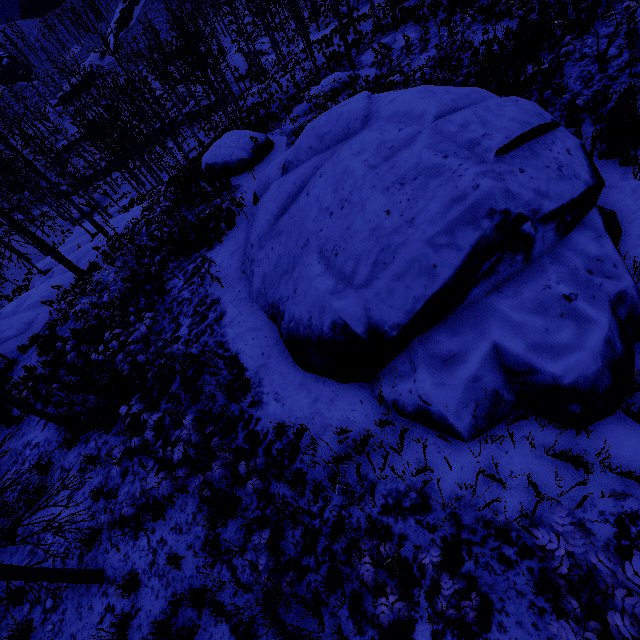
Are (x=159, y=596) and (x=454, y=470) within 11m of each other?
yes

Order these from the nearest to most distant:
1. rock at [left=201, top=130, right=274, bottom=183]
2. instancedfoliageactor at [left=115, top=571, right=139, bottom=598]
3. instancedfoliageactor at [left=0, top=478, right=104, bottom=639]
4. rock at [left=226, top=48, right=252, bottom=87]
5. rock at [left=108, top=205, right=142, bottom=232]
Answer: instancedfoliageactor at [left=0, top=478, right=104, bottom=639], instancedfoliageactor at [left=115, top=571, right=139, bottom=598], rock at [left=201, top=130, right=274, bottom=183], rock at [left=108, top=205, right=142, bottom=232], rock at [left=226, top=48, right=252, bottom=87]

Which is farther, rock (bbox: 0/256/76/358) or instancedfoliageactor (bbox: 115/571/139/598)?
rock (bbox: 0/256/76/358)

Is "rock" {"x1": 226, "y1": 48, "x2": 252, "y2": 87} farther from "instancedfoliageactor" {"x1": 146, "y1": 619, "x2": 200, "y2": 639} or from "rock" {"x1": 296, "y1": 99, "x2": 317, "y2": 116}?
"instancedfoliageactor" {"x1": 146, "y1": 619, "x2": 200, "y2": 639}

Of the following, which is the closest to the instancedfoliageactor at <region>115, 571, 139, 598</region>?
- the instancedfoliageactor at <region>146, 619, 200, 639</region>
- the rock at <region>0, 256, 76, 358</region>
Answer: the instancedfoliageactor at <region>146, 619, 200, 639</region>

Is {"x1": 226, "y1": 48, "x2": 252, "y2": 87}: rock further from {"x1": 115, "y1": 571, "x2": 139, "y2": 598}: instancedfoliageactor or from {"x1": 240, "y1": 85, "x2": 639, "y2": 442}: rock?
{"x1": 115, "y1": 571, "x2": 139, "y2": 598}: instancedfoliageactor

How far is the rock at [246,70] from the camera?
45.3m

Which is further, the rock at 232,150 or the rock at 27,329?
the rock at 232,150
